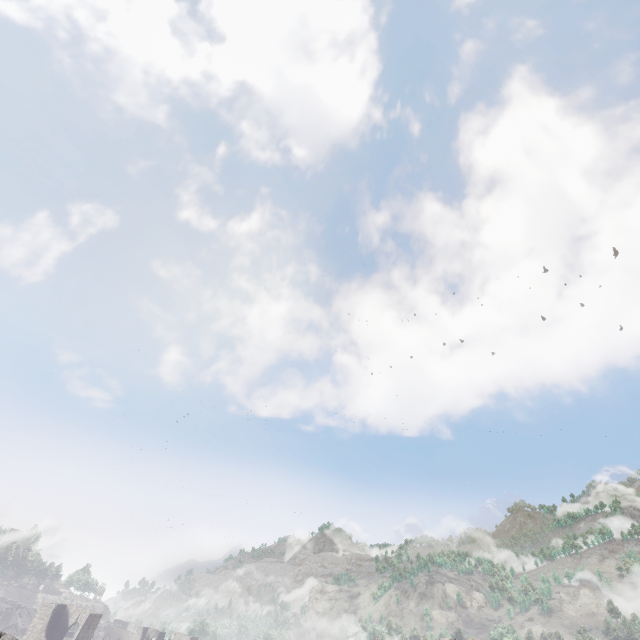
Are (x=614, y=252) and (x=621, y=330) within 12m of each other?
no
